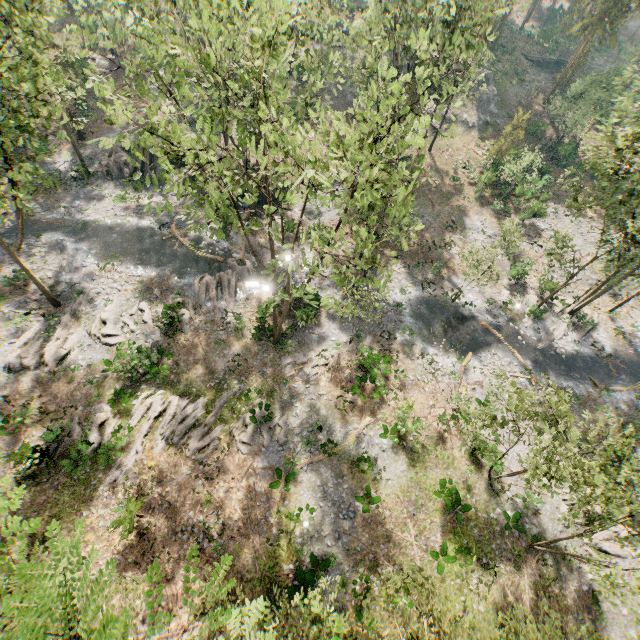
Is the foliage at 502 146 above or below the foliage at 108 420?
above

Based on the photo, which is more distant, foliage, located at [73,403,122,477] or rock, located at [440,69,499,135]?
rock, located at [440,69,499,135]

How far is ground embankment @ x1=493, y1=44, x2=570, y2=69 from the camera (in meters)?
56.00

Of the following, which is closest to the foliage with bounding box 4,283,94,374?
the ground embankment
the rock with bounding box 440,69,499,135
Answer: the rock with bounding box 440,69,499,135

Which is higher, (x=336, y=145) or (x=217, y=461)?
(x=336, y=145)

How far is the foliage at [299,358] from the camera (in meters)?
24.07

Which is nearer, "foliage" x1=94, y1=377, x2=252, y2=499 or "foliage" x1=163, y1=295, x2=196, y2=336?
"foliage" x1=94, y1=377, x2=252, y2=499
